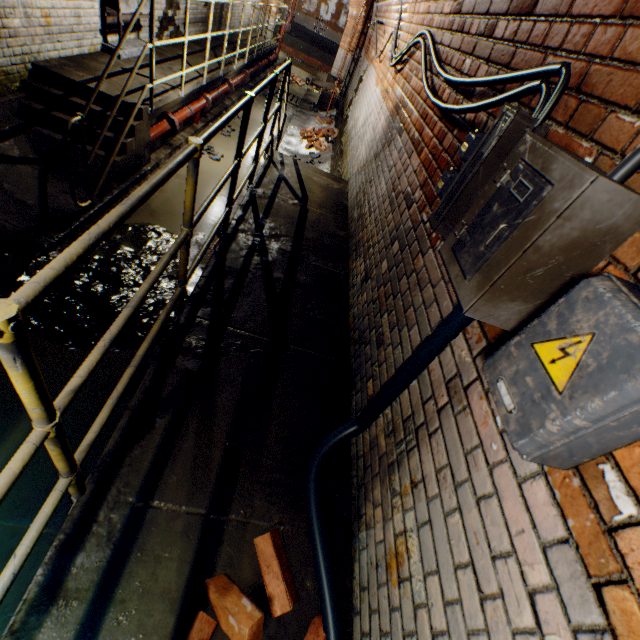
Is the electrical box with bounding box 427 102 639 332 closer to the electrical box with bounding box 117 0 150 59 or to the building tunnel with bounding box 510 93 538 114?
the building tunnel with bounding box 510 93 538 114

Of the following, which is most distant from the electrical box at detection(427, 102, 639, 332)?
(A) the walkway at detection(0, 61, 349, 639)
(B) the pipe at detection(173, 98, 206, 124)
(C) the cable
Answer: (B) the pipe at detection(173, 98, 206, 124)

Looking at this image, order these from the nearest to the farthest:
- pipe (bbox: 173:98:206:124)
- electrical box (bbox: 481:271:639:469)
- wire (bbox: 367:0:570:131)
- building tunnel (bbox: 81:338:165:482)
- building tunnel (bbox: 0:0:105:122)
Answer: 1. electrical box (bbox: 481:271:639:469)
2. wire (bbox: 367:0:570:131)
3. building tunnel (bbox: 81:338:165:482)
4. building tunnel (bbox: 0:0:105:122)
5. pipe (bbox: 173:98:206:124)

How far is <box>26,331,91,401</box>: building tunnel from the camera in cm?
268

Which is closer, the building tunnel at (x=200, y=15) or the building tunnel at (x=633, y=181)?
the building tunnel at (x=633, y=181)

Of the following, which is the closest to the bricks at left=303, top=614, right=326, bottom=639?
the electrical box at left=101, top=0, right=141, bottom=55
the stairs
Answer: the stairs

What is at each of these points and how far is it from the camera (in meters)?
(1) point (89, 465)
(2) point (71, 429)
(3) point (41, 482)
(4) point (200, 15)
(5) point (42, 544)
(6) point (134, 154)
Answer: (1) building tunnel, 2.40
(2) building tunnel, 2.51
(3) building tunnel, 2.23
(4) building tunnel, 8.75
(5) building tunnel, 2.04
(6) stairs, 4.70

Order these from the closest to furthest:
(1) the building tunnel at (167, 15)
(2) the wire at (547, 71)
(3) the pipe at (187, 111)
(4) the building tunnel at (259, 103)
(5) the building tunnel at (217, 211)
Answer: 1. (2) the wire at (547, 71)
2. (5) the building tunnel at (217, 211)
3. (3) the pipe at (187, 111)
4. (1) the building tunnel at (167, 15)
5. (4) the building tunnel at (259, 103)
